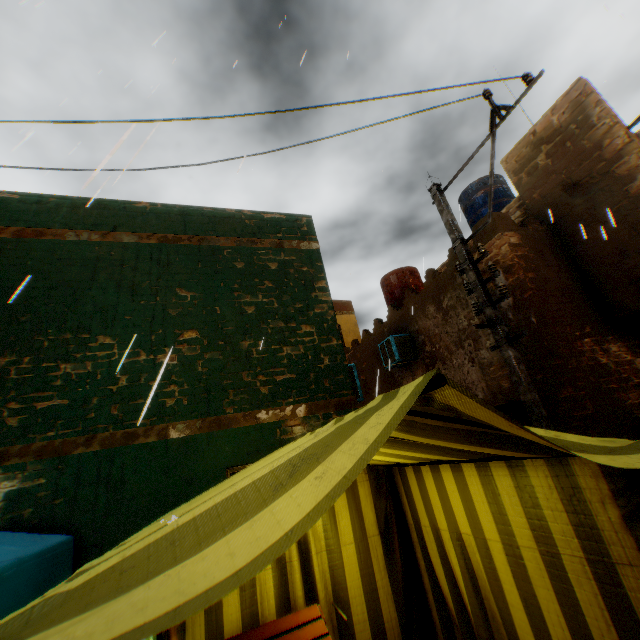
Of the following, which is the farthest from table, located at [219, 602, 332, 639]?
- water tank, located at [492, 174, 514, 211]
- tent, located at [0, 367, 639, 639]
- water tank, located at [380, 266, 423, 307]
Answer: water tank, located at [492, 174, 514, 211]

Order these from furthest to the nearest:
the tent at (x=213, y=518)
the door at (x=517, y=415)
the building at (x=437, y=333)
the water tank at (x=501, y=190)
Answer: the water tank at (x=501, y=190)
the door at (x=517, y=415)
the building at (x=437, y=333)
the tent at (x=213, y=518)

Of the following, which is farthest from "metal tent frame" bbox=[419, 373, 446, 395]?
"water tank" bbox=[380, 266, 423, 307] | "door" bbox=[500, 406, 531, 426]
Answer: "door" bbox=[500, 406, 531, 426]

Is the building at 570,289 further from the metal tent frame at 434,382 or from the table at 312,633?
the table at 312,633

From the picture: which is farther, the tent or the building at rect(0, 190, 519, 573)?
the building at rect(0, 190, 519, 573)

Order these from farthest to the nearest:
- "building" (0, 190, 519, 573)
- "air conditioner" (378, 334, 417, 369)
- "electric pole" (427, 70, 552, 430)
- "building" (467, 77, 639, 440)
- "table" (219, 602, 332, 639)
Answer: "air conditioner" (378, 334, 417, 369) < "building" (467, 77, 639, 440) < "electric pole" (427, 70, 552, 430) < "building" (0, 190, 519, 573) < "table" (219, 602, 332, 639)

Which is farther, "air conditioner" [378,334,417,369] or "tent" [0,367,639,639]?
"air conditioner" [378,334,417,369]

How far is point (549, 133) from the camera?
7.4 meters
